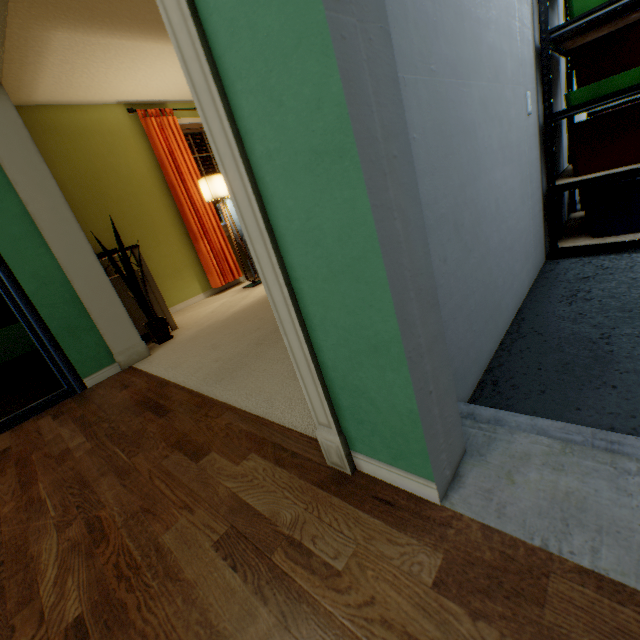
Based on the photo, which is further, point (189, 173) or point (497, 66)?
point (189, 173)

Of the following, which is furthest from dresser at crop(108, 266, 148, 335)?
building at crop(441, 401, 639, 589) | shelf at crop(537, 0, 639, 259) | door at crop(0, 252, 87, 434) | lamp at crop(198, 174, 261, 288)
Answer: shelf at crop(537, 0, 639, 259)

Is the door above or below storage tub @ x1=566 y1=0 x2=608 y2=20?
below

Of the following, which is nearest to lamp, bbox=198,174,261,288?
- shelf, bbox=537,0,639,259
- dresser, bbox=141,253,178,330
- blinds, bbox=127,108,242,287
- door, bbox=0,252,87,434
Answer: blinds, bbox=127,108,242,287

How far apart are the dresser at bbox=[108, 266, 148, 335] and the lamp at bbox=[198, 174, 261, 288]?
1.16m

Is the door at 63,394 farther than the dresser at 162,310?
No

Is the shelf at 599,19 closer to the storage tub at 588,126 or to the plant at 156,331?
the storage tub at 588,126
